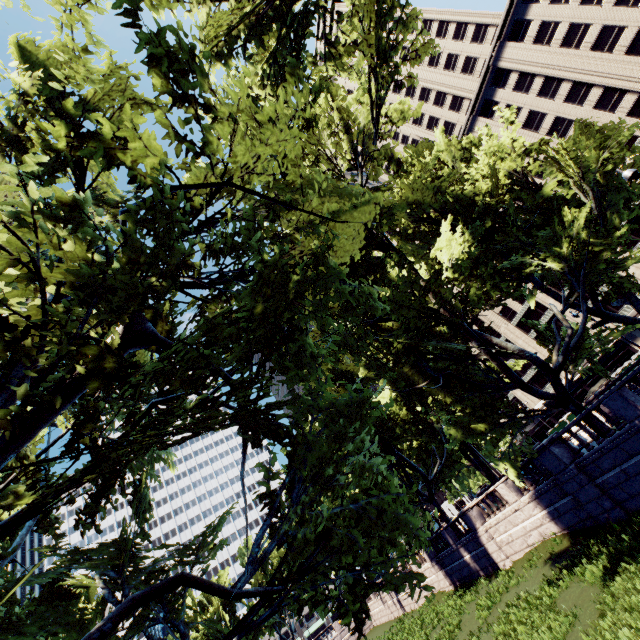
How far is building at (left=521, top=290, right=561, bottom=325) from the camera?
55.2m

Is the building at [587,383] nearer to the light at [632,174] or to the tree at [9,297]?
the tree at [9,297]

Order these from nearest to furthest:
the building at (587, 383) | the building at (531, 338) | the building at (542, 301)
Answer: the building at (587, 383) < the building at (542, 301) < the building at (531, 338)

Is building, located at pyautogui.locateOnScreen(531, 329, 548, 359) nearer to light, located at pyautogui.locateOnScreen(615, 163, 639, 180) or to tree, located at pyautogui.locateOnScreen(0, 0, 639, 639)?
tree, located at pyautogui.locateOnScreen(0, 0, 639, 639)

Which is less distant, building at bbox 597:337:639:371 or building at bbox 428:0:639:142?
building at bbox 428:0:639:142

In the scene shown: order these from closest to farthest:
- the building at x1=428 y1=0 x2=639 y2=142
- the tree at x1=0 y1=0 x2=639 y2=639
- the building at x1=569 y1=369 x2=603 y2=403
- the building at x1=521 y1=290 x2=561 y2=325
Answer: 1. the tree at x1=0 y1=0 x2=639 y2=639
2. the building at x1=428 y1=0 x2=639 y2=142
3. the building at x1=569 y1=369 x2=603 y2=403
4. the building at x1=521 y1=290 x2=561 y2=325

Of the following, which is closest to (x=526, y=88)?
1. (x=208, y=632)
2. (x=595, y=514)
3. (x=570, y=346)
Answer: (x=570, y=346)
